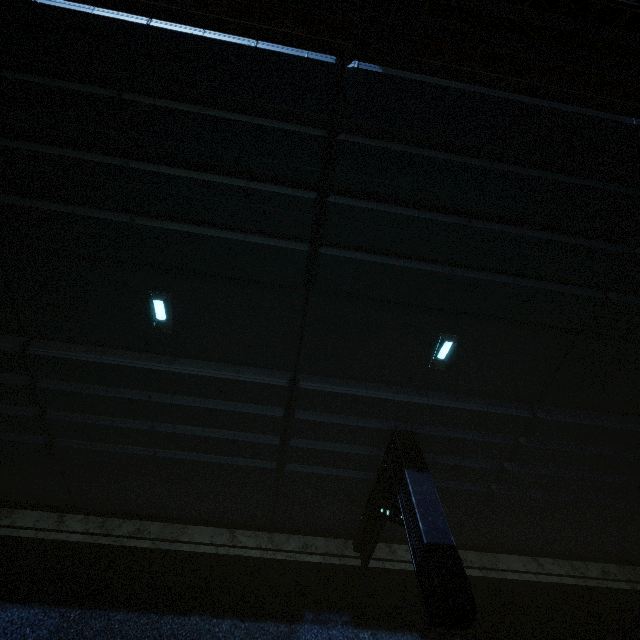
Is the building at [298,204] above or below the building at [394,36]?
below

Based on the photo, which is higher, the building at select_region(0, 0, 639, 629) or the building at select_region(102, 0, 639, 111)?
the building at select_region(102, 0, 639, 111)

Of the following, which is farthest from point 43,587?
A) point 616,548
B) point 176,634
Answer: point 616,548
